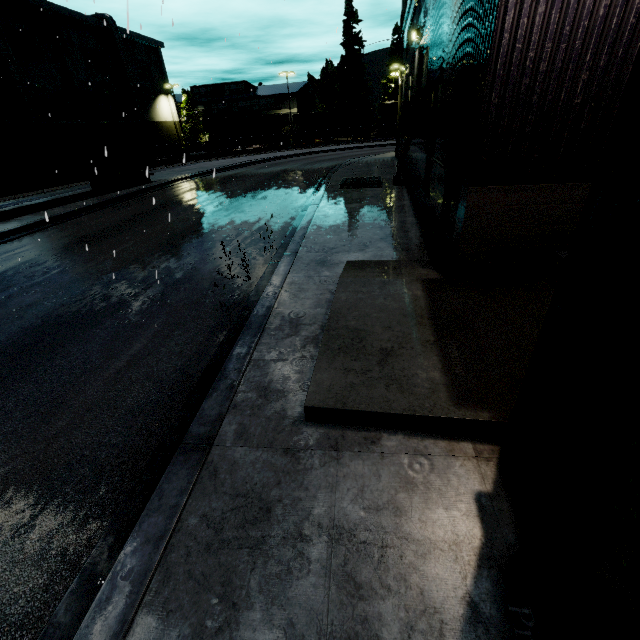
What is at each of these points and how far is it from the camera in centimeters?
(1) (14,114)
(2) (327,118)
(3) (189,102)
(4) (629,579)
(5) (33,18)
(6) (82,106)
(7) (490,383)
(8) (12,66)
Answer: (1) building, 3184cm
(2) coal car, 4916cm
(3) tree, 5406cm
(4) tree, 120cm
(5) tree, 3322cm
(6) building, 3847cm
(7) building, 336cm
(8) vent duct, 2991cm

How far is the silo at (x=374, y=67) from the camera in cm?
5606

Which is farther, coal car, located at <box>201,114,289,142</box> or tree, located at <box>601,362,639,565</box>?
coal car, located at <box>201,114,289,142</box>

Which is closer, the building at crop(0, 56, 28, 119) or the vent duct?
the vent duct

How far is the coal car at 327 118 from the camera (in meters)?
48.66

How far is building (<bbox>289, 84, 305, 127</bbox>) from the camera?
54.3 meters

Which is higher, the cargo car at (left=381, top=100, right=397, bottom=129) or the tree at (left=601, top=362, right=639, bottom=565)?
the cargo car at (left=381, top=100, right=397, bottom=129)

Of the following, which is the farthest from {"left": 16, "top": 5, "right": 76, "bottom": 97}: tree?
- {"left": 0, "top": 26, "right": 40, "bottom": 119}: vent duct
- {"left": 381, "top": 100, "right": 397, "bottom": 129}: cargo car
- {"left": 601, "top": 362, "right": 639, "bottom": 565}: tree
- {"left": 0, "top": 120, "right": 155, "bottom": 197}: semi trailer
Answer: {"left": 601, "top": 362, "right": 639, "bottom": 565}: tree
